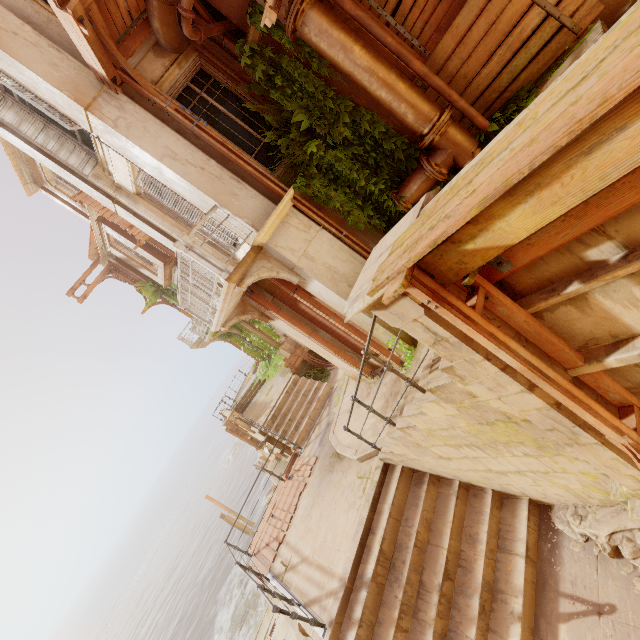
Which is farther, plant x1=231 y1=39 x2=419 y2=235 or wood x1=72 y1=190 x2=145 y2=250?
wood x1=72 y1=190 x2=145 y2=250

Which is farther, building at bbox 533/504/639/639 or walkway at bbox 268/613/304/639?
walkway at bbox 268/613/304/639

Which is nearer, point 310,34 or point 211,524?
point 310,34

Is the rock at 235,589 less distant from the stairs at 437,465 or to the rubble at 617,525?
the stairs at 437,465

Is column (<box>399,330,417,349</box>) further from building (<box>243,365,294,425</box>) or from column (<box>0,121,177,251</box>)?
building (<box>243,365,294,425</box>)

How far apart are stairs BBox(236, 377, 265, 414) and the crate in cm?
572

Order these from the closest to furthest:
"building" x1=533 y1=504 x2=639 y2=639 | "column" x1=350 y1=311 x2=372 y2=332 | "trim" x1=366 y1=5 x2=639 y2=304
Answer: "trim" x1=366 y1=5 x2=639 y2=304
"building" x1=533 y1=504 x2=639 y2=639
"column" x1=350 y1=311 x2=372 y2=332

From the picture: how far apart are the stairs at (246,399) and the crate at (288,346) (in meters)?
5.72
